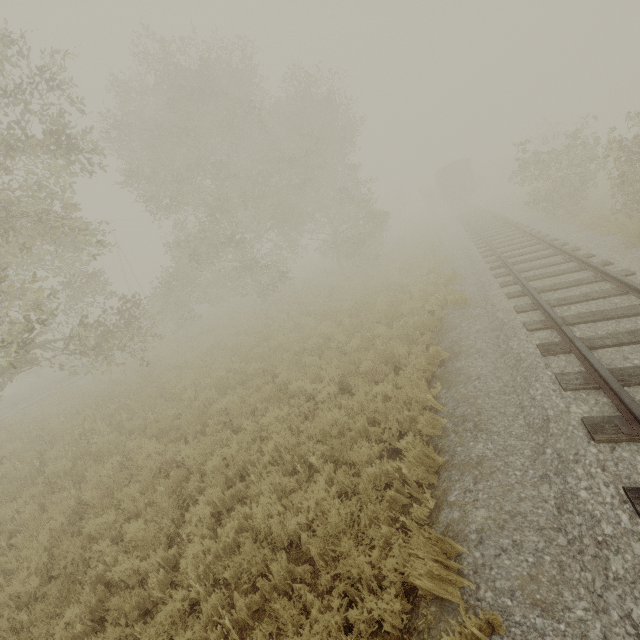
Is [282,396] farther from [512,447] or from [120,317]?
[120,317]

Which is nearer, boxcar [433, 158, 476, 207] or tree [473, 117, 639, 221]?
tree [473, 117, 639, 221]

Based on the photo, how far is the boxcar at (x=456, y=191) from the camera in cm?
3484

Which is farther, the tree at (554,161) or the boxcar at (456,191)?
the boxcar at (456,191)

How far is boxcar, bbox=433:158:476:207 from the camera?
34.8 meters
